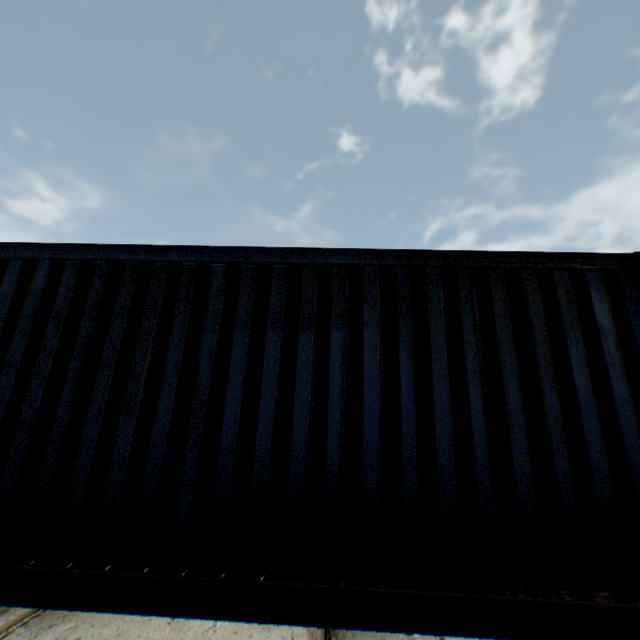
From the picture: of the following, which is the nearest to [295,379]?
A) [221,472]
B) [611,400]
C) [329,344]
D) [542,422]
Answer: [329,344]
